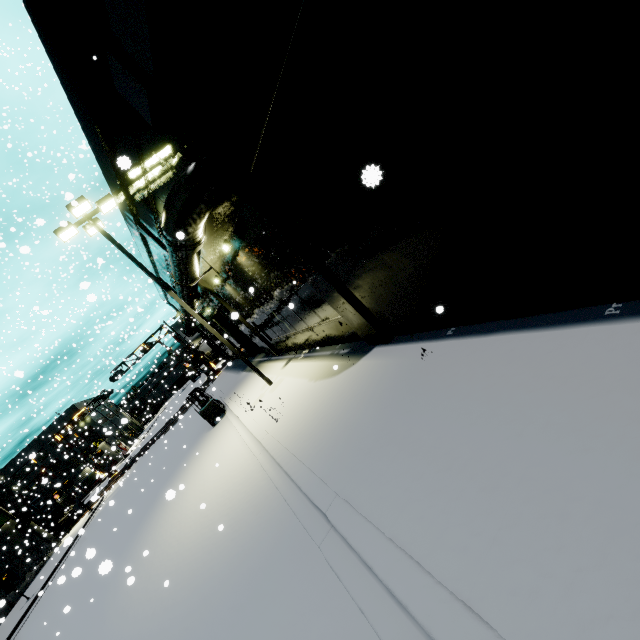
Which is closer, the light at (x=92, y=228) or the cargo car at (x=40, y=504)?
the light at (x=92, y=228)

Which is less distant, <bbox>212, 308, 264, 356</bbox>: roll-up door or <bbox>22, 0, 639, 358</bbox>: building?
<bbox>22, 0, 639, 358</bbox>: building

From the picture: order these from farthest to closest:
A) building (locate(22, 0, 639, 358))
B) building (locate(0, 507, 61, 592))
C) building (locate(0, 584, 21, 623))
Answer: building (locate(0, 507, 61, 592)) → building (locate(0, 584, 21, 623)) → building (locate(22, 0, 639, 358))

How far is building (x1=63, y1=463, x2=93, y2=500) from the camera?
58.74m

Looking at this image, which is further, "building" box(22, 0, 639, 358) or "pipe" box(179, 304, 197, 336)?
"pipe" box(179, 304, 197, 336)

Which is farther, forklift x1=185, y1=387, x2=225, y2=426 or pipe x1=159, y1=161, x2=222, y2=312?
forklift x1=185, y1=387, x2=225, y2=426

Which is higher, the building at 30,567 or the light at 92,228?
the light at 92,228

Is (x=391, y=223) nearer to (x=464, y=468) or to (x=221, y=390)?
(x=464, y=468)
